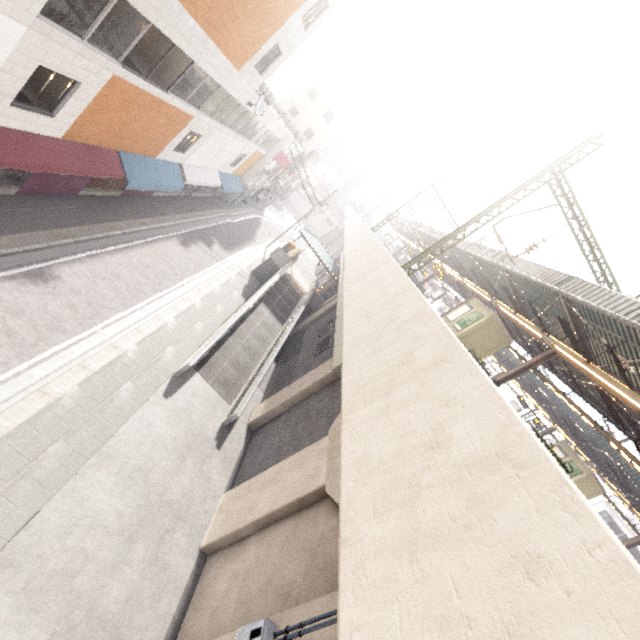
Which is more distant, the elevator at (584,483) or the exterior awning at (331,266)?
the exterior awning at (331,266)

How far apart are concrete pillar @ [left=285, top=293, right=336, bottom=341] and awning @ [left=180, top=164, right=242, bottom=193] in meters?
12.1

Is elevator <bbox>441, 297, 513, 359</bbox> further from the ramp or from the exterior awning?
the ramp

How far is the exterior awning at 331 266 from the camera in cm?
2631

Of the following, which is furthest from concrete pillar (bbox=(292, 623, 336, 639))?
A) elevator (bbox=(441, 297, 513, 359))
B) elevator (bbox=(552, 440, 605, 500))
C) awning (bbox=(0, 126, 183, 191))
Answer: elevator (bbox=(552, 440, 605, 500))

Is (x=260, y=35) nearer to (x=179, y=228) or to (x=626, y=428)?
(x=179, y=228)

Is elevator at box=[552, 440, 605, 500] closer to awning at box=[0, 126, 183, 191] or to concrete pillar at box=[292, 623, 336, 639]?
concrete pillar at box=[292, 623, 336, 639]

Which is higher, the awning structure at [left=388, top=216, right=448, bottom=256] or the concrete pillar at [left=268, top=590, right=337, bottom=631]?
the awning structure at [left=388, top=216, right=448, bottom=256]
